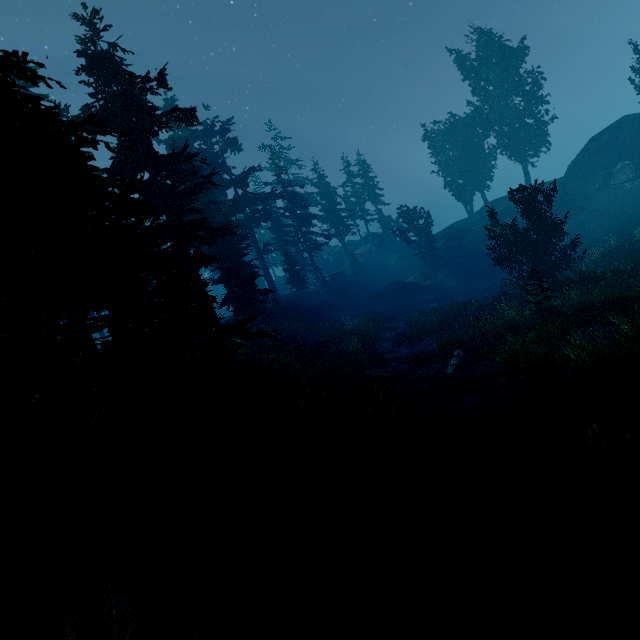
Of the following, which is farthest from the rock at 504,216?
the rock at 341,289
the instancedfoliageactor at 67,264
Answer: the rock at 341,289

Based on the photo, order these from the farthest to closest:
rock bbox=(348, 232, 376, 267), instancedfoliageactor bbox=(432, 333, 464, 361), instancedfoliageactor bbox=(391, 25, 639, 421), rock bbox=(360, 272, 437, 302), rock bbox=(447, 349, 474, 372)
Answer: rock bbox=(348, 232, 376, 267) < rock bbox=(360, 272, 437, 302) < instancedfoliageactor bbox=(432, 333, 464, 361) < rock bbox=(447, 349, 474, 372) < instancedfoliageactor bbox=(391, 25, 639, 421)

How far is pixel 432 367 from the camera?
16.7 meters

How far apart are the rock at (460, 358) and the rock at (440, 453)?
6.47m

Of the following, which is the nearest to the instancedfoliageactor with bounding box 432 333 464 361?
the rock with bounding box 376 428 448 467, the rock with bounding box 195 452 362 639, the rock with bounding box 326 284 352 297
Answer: the rock with bounding box 195 452 362 639

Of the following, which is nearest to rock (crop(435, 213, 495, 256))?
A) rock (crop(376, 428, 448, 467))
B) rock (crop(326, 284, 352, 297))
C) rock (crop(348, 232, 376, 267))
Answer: rock (crop(348, 232, 376, 267))

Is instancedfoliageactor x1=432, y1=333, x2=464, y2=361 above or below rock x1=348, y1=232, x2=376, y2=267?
below

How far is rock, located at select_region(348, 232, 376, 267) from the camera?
54.8m
